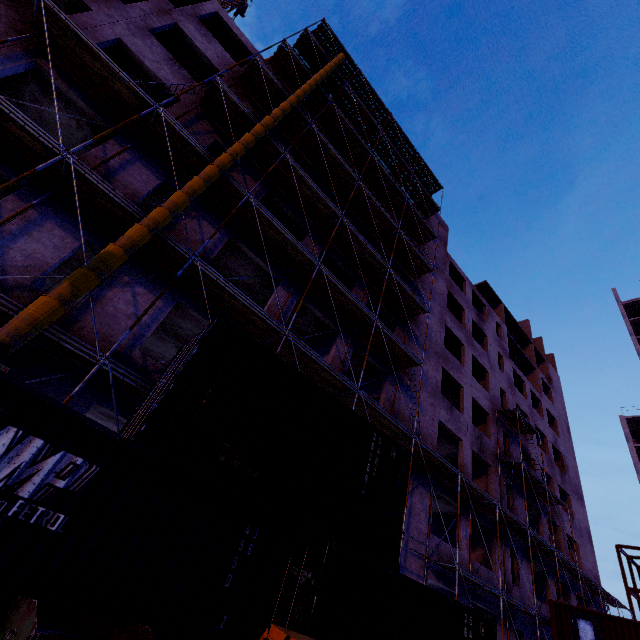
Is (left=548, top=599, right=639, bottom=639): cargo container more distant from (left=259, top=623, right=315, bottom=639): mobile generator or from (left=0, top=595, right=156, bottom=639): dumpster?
(left=0, top=595, right=156, bottom=639): dumpster

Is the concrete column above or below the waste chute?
above

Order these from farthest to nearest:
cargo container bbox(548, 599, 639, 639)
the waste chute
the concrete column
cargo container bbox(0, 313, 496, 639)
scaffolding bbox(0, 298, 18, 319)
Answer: the concrete column, cargo container bbox(548, 599, 639, 639), scaffolding bbox(0, 298, 18, 319), the waste chute, cargo container bbox(0, 313, 496, 639)

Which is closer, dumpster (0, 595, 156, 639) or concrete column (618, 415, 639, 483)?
dumpster (0, 595, 156, 639)

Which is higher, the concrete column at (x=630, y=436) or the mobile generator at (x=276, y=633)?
the concrete column at (x=630, y=436)

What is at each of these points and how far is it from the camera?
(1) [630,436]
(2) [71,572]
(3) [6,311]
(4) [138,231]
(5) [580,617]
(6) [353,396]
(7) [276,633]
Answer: (1) concrete column, 42.3 meters
(2) cargo container, 3.9 meters
(3) scaffolding, 6.7 meters
(4) waste chute, 8.0 meters
(5) cargo container, 16.6 meters
(6) scaffolding, 13.8 meters
(7) mobile generator, 4.2 meters

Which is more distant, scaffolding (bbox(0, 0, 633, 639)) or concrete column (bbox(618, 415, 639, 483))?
concrete column (bbox(618, 415, 639, 483))

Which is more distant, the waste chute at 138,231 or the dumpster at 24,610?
the waste chute at 138,231
